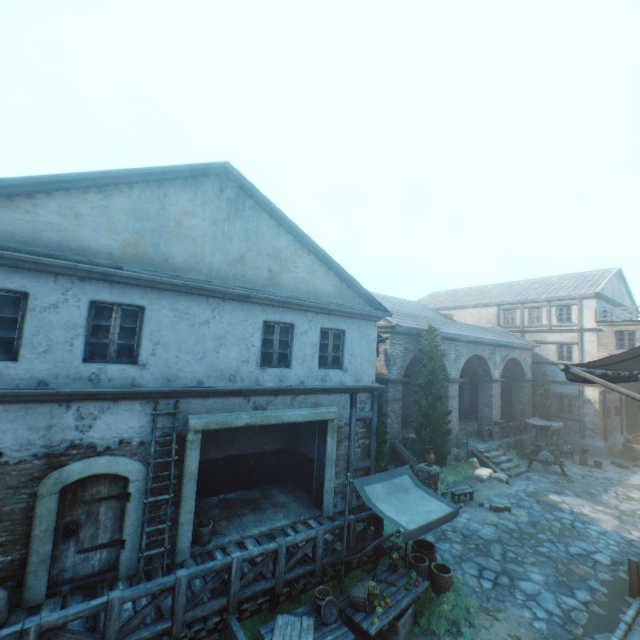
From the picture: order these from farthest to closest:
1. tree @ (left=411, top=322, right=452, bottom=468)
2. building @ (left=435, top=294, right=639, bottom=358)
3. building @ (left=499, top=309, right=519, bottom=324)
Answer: building @ (left=499, top=309, right=519, bottom=324) < building @ (left=435, top=294, right=639, bottom=358) < tree @ (left=411, top=322, right=452, bottom=468)

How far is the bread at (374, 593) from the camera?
6.9m

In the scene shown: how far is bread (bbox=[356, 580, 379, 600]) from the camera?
6.93m

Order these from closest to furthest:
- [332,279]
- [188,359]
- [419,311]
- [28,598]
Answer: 1. [28,598]
2. [188,359]
3. [332,279]
4. [419,311]

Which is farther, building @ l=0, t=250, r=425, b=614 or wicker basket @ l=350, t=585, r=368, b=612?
wicker basket @ l=350, t=585, r=368, b=612

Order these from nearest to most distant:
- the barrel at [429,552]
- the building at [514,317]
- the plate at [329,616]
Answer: the plate at [329,616], the barrel at [429,552], the building at [514,317]

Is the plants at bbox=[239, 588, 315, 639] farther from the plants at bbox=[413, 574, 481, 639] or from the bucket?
the plants at bbox=[413, 574, 481, 639]

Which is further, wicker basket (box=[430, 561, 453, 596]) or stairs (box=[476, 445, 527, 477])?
stairs (box=[476, 445, 527, 477])
